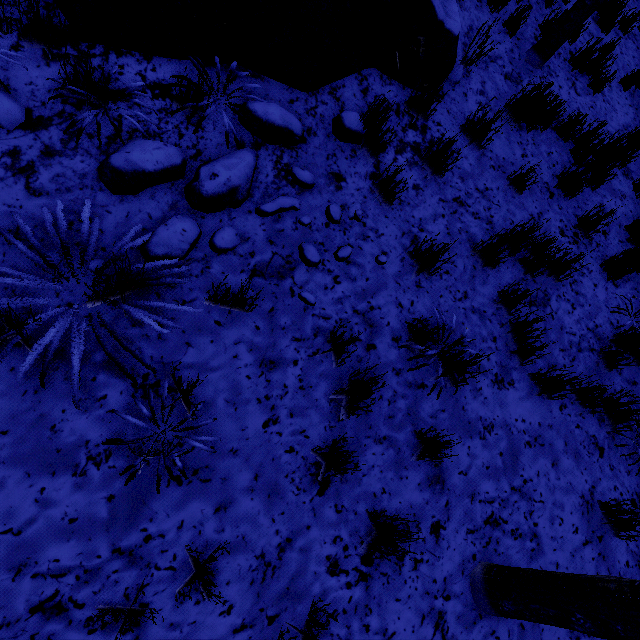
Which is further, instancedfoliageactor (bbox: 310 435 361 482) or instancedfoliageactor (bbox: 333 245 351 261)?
instancedfoliageactor (bbox: 333 245 351 261)

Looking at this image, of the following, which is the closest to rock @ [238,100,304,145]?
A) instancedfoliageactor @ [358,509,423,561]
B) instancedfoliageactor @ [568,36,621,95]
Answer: instancedfoliageactor @ [358,509,423,561]

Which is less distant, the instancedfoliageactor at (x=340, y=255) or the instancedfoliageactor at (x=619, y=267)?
the instancedfoliageactor at (x=340, y=255)

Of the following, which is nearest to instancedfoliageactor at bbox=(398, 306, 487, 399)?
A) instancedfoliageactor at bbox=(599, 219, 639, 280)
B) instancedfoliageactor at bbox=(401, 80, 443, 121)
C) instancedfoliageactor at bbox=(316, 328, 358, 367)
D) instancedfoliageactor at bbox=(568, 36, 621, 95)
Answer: instancedfoliageactor at bbox=(316, 328, 358, 367)

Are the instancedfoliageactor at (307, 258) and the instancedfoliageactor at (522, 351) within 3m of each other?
yes

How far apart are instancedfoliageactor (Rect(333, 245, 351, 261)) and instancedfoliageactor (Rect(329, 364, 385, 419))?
0.6 meters

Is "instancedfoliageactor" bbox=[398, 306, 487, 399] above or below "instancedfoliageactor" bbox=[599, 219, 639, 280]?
below

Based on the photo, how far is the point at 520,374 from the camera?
3.26m
